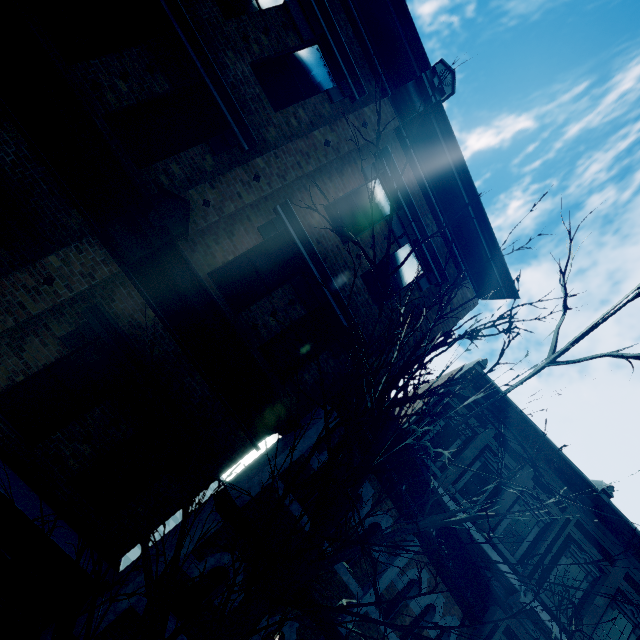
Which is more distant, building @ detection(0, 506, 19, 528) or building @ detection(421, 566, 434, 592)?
building @ detection(421, 566, 434, 592)

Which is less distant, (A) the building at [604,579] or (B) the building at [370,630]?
(B) the building at [370,630]

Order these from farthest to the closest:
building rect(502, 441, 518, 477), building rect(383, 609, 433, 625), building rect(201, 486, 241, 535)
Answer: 1. building rect(502, 441, 518, 477)
2. building rect(383, 609, 433, 625)
3. building rect(201, 486, 241, 535)

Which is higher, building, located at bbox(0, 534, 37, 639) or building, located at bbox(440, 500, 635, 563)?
building, located at bbox(440, 500, 635, 563)

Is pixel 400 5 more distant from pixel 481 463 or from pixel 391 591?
pixel 391 591

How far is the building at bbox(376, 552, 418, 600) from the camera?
7.3 meters
